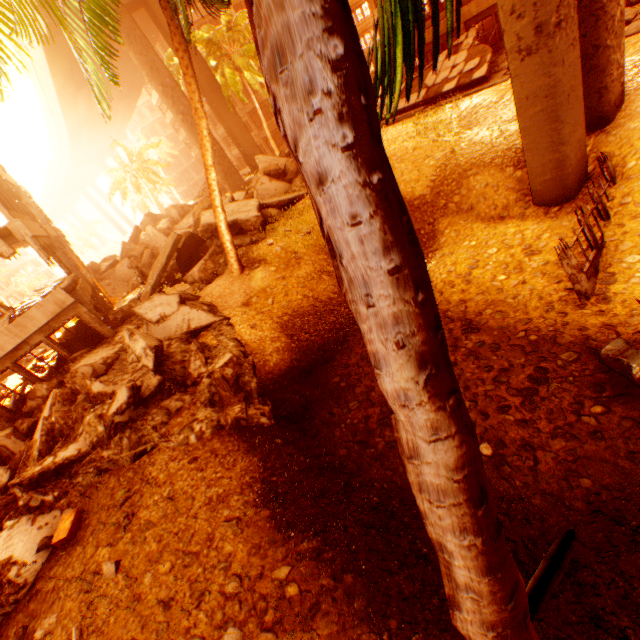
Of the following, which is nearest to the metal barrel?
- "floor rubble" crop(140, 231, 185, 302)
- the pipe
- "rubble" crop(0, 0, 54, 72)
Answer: "rubble" crop(0, 0, 54, 72)

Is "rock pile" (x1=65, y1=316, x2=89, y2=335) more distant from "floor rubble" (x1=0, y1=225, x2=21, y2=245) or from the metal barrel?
"floor rubble" (x1=0, y1=225, x2=21, y2=245)

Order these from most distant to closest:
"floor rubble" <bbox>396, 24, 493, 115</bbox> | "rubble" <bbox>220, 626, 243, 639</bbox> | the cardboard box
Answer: "floor rubble" <bbox>396, 24, 493, 115</bbox> → the cardboard box → "rubble" <bbox>220, 626, 243, 639</bbox>

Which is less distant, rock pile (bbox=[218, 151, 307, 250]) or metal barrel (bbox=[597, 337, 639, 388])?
metal barrel (bbox=[597, 337, 639, 388])

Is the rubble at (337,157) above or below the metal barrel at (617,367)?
above

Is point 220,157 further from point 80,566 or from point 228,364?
point 80,566

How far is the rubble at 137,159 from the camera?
38.1m

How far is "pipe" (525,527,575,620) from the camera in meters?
4.0
